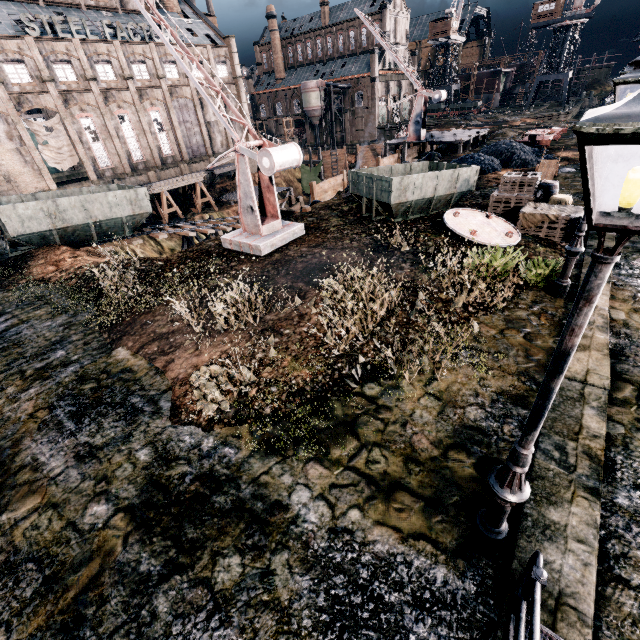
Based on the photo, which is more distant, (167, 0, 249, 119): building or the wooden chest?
(167, 0, 249, 119): building

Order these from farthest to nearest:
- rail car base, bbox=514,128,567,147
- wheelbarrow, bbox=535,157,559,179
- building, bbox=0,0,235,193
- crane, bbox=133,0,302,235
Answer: building, bbox=0,0,235,193, rail car base, bbox=514,128,567,147, wheelbarrow, bbox=535,157,559,179, crane, bbox=133,0,302,235

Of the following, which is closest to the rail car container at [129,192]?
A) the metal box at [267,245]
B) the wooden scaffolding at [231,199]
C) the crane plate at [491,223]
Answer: the metal box at [267,245]

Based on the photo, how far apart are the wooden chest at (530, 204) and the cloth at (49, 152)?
47.77m

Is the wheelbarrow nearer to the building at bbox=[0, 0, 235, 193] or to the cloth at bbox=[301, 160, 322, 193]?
the cloth at bbox=[301, 160, 322, 193]

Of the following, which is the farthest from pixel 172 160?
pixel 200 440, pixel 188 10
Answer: pixel 200 440

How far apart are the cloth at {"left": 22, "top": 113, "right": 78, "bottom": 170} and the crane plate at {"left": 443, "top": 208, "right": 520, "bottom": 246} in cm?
4509

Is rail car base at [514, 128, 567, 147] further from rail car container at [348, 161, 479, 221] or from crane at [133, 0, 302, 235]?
crane at [133, 0, 302, 235]
